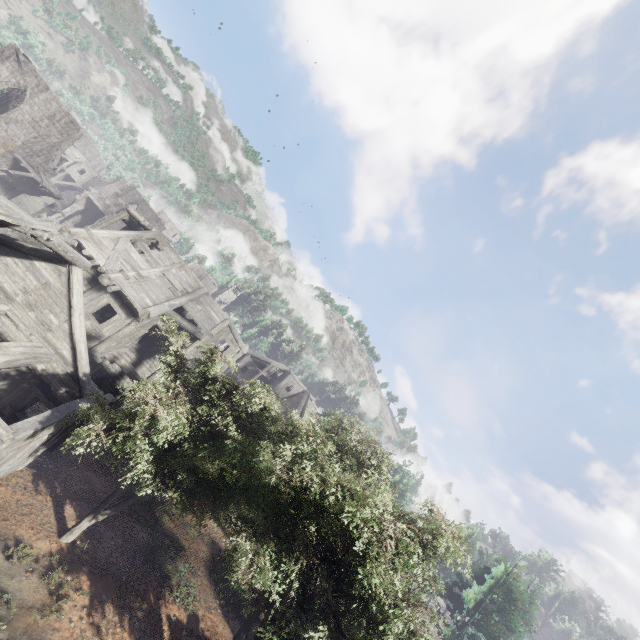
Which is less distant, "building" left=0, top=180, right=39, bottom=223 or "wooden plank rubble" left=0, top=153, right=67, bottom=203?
"building" left=0, top=180, right=39, bottom=223

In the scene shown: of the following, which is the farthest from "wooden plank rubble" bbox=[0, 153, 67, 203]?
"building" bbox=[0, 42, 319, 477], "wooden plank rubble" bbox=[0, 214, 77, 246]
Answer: "wooden plank rubble" bbox=[0, 214, 77, 246]

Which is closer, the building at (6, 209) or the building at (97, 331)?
the building at (6, 209)

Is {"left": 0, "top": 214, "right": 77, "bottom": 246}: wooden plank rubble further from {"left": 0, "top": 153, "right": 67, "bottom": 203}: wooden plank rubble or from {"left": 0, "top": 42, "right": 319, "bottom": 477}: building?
{"left": 0, "top": 153, "right": 67, "bottom": 203}: wooden plank rubble

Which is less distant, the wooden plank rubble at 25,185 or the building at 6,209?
the building at 6,209

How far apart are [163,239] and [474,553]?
46.4 meters

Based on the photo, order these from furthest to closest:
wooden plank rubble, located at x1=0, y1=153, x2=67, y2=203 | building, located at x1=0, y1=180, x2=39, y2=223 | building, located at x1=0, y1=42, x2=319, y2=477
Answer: wooden plank rubble, located at x1=0, y1=153, x2=67, y2=203
building, located at x1=0, y1=42, x2=319, y2=477
building, located at x1=0, y1=180, x2=39, y2=223
